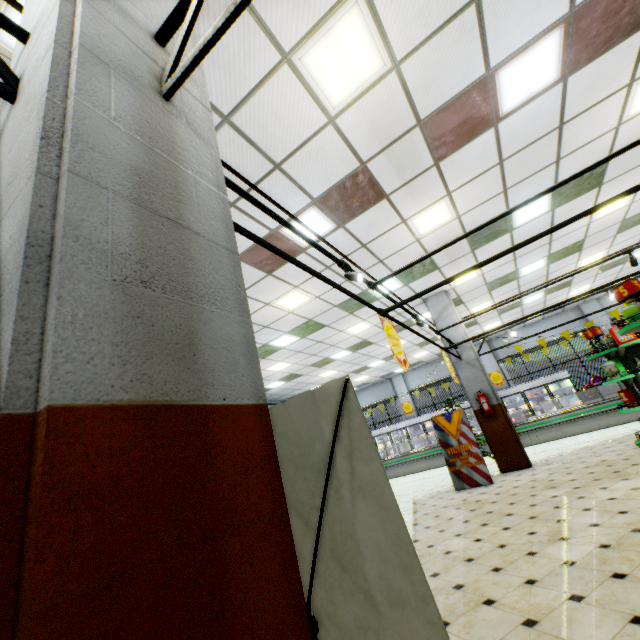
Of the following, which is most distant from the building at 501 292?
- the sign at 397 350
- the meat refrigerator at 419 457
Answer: the sign at 397 350

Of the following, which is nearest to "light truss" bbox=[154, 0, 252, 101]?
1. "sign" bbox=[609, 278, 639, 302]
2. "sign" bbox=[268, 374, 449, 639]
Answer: "sign" bbox=[268, 374, 449, 639]

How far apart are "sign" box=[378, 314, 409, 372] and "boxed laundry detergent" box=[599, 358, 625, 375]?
5.4m

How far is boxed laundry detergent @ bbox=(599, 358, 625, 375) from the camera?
6.6 meters

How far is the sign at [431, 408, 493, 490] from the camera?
7.2 meters

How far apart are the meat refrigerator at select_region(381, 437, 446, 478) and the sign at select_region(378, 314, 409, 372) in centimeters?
1007cm

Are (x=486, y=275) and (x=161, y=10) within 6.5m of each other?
no

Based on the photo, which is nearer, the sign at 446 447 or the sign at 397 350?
the sign at 397 350
